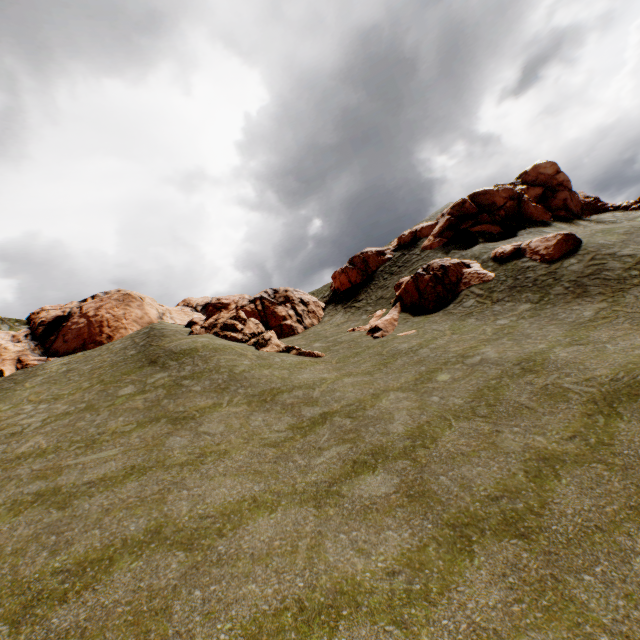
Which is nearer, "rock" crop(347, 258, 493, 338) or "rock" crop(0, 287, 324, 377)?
"rock" crop(347, 258, 493, 338)

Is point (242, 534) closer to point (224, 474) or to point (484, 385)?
point (224, 474)

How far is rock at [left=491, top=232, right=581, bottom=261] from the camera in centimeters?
2014cm

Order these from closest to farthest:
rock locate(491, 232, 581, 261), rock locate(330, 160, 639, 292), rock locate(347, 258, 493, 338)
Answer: rock locate(491, 232, 581, 261) → rock locate(347, 258, 493, 338) → rock locate(330, 160, 639, 292)

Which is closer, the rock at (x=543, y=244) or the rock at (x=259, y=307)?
the rock at (x=543, y=244)

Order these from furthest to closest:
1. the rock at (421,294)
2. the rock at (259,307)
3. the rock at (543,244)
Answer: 1. the rock at (259,307)
2. the rock at (421,294)
3. the rock at (543,244)
